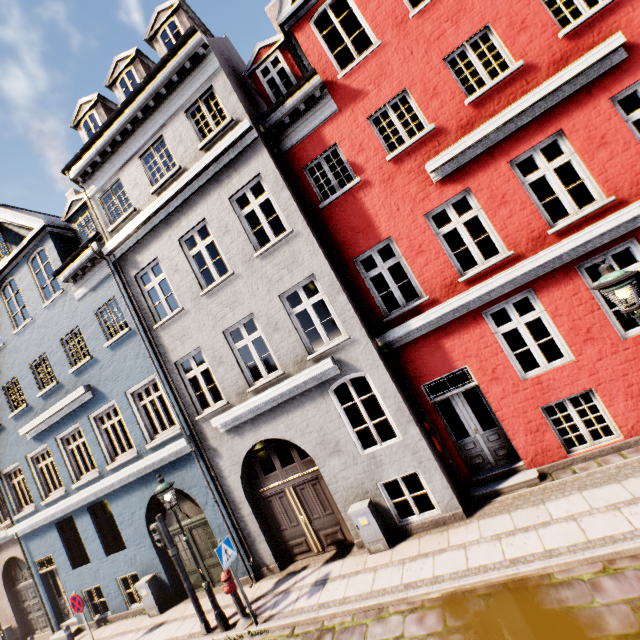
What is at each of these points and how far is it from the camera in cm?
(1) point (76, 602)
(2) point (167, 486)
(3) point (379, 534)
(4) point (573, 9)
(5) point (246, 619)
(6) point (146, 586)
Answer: (1) sign, 907
(2) street light, 779
(3) electrical box, 736
(4) building, 1052
(5) hydrant, 734
(6) electrical box, 983

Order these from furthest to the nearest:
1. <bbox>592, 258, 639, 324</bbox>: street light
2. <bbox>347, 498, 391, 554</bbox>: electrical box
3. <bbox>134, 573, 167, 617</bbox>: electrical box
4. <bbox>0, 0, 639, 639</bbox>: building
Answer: <bbox>134, 573, 167, 617</bbox>: electrical box < <bbox>347, 498, 391, 554</bbox>: electrical box < <bbox>0, 0, 639, 639</bbox>: building < <bbox>592, 258, 639, 324</bbox>: street light

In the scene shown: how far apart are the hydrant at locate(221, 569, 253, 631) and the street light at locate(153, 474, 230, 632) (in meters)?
0.29

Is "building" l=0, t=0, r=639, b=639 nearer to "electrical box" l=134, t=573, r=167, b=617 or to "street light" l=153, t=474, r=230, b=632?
"electrical box" l=134, t=573, r=167, b=617

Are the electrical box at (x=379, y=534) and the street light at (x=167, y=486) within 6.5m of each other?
yes

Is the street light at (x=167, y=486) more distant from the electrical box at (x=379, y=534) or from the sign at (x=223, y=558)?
the electrical box at (x=379, y=534)

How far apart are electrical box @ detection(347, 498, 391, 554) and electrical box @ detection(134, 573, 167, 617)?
7.3m

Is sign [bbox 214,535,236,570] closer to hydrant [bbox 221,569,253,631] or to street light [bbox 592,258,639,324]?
hydrant [bbox 221,569,253,631]
